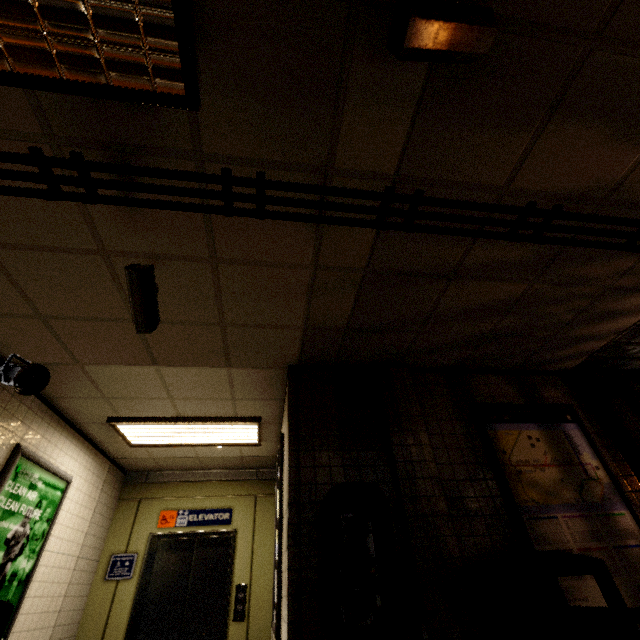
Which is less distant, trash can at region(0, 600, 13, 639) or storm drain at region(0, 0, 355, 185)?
storm drain at region(0, 0, 355, 185)

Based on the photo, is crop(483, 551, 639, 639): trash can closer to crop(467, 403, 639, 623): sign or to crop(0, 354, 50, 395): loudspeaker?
crop(467, 403, 639, 623): sign

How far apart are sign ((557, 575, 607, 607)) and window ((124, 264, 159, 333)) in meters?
3.2

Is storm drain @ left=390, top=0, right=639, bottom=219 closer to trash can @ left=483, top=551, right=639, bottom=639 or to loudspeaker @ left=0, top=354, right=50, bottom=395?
trash can @ left=483, top=551, right=639, bottom=639

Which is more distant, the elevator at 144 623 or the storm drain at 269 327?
the elevator at 144 623

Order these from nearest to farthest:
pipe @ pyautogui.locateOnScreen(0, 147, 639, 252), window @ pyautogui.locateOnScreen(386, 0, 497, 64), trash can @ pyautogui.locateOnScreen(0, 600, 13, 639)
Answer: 1. window @ pyautogui.locateOnScreen(386, 0, 497, 64)
2. pipe @ pyautogui.locateOnScreen(0, 147, 639, 252)
3. trash can @ pyautogui.locateOnScreen(0, 600, 13, 639)

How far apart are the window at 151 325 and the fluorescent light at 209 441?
2.3 meters

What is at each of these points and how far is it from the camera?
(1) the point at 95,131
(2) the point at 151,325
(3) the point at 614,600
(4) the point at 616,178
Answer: (1) storm drain, 1.7m
(2) window, 2.4m
(3) trash can, 2.0m
(4) storm drain, 2.1m
